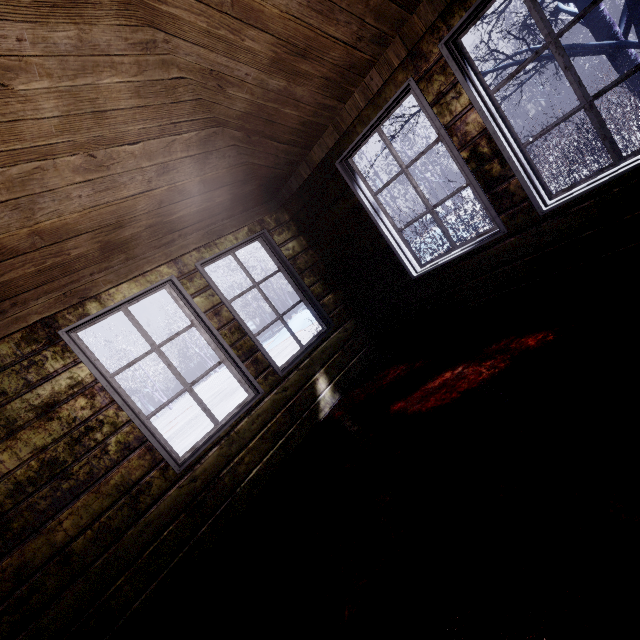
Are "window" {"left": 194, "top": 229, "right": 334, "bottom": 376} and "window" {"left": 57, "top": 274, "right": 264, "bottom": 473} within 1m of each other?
yes

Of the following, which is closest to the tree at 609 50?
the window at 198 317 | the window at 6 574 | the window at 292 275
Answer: the window at 292 275

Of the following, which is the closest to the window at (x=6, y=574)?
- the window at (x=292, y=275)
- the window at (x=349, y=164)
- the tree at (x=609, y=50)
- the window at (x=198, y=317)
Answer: the window at (x=198, y=317)

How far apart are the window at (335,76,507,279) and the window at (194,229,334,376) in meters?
1.0 m

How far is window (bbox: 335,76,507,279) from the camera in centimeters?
229cm

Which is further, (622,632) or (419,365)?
(419,365)

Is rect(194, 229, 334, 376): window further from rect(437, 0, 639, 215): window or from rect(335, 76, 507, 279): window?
rect(437, 0, 639, 215): window

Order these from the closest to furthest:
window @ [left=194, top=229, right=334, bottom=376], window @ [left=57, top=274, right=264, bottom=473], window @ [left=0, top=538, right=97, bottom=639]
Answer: window @ [left=0, top=538, right=97, bottom=639]
window @ [left=57, top=274, right=264, bottom=473]
window @ [left=194, top=229, right=334, bottom=376]
